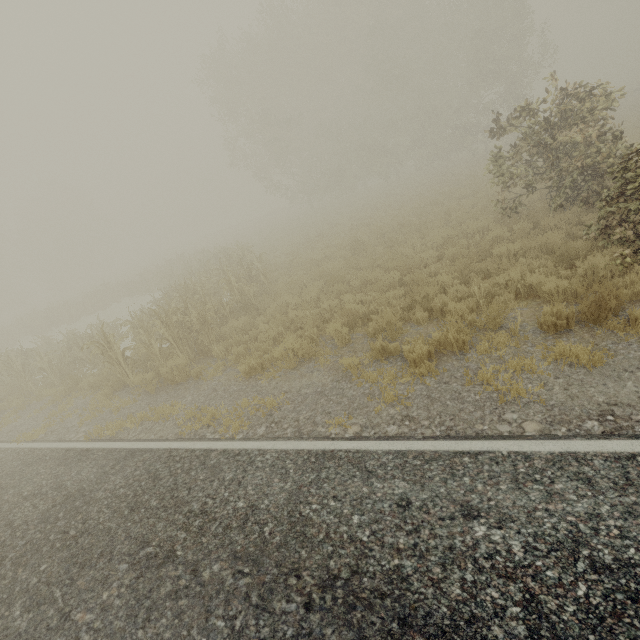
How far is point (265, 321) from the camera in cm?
1027

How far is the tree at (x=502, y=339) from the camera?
5.3m

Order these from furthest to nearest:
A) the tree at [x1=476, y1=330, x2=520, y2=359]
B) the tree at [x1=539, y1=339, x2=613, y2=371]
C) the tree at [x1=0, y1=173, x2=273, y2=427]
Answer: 1. the tree at [x1=0, y1=173, x2=273, y2=427]
2. the tree at [x1=476, y1=330, x2=520, y2=359]
3. the tree at [x1=539, y1=339, x2=613, y2=371]

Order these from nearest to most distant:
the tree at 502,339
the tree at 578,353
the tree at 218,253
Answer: the tree at 578,353 → the tree at 502,339 → the tree at 218,253

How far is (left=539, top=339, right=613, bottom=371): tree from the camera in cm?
446

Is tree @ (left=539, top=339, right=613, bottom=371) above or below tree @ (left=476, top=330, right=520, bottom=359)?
below

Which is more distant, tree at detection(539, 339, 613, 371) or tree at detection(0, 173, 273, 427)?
tree at detection(0, 173, 273, 427)
